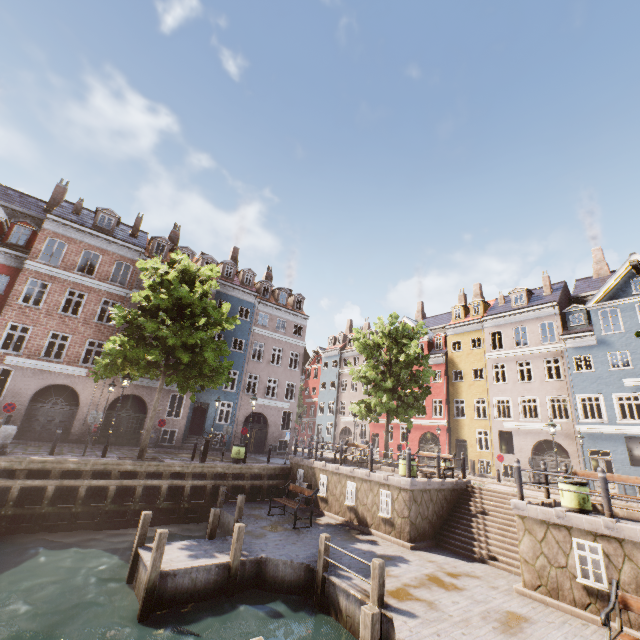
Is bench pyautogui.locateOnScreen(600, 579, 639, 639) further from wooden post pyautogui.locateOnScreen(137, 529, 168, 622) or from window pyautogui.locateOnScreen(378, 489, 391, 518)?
wooden post pyautogui.locateOnScreen(137, 529, 168, 622)

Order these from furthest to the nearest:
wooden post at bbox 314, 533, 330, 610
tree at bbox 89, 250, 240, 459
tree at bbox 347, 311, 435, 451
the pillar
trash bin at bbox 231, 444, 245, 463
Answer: tree at bbox 347, 311, 435, 451 < trash bin at bbox 231, 444, 245, 463 < tree at bbox 89, 250, 240, 459 < the pillar < wooden post at bbox 314, 533, 330, 610

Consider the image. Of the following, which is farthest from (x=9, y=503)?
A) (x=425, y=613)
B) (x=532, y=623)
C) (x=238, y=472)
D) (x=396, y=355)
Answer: (x=396, y=355)

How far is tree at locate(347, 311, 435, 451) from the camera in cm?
2108

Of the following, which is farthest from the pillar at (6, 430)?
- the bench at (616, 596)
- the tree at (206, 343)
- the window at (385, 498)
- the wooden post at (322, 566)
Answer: the bench at (616, 596)

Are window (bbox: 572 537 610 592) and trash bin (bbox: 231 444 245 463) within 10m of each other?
no

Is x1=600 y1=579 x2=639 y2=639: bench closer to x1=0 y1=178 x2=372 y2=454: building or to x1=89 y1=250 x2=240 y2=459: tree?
x1=89 y1=250 x2=240 y2=459: tree

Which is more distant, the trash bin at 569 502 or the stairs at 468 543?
the stairs at 468 543
